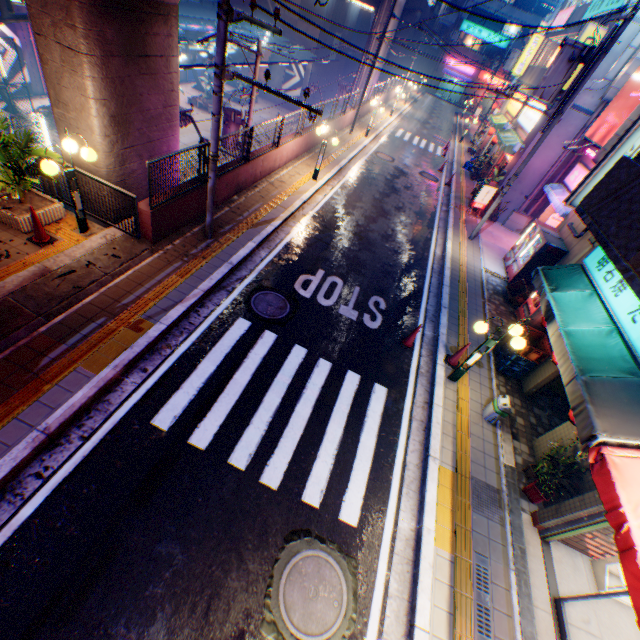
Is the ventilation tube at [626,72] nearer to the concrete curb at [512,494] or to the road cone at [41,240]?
the concrete curb at [512,494]

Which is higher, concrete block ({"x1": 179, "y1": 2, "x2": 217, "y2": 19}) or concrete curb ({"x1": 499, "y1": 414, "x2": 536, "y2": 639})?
concrete block ({"x1": 179, "y1": 2, "x2": 217, "y2": 19})

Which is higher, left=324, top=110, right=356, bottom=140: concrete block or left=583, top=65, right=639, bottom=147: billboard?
left=583, top=65, right=639, bottom=147: billboard

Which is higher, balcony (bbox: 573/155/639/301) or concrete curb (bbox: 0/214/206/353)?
balcony (bbox: 573/155/639/301)

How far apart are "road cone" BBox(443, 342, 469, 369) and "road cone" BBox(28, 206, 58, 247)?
9.97m

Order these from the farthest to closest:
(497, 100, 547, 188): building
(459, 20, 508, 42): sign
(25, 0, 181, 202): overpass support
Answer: (459, 20, 508, 42): sign, (497, 100, 547, 188): building, (25, 0, 181, 202): overpass support

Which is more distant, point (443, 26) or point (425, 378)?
point (443, 26)

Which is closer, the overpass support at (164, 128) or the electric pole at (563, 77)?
the overpass support at (164, 128)
